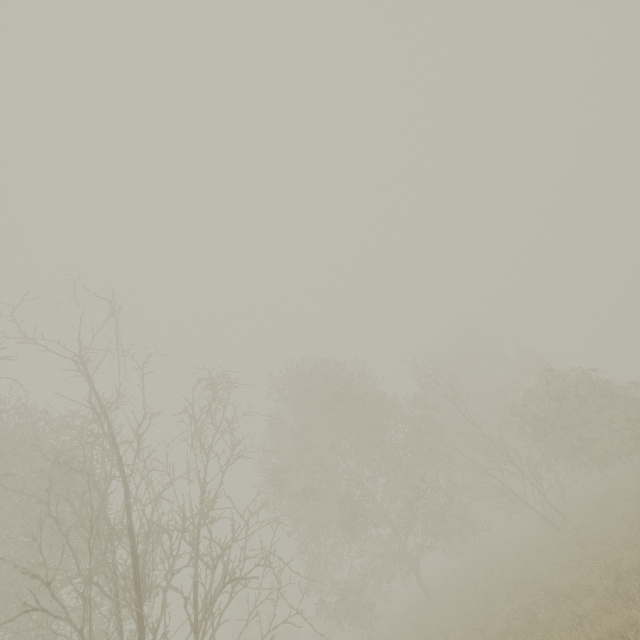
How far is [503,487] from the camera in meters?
26.5
